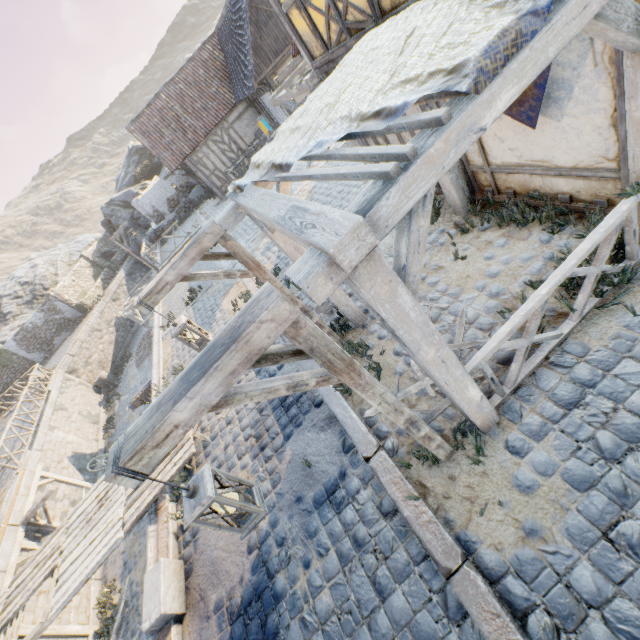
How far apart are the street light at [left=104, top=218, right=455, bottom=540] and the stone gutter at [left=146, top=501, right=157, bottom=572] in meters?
3.7

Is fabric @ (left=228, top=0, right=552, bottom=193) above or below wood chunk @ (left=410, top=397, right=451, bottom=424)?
above

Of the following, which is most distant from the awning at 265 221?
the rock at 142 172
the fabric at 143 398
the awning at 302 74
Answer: the rock at 142 172

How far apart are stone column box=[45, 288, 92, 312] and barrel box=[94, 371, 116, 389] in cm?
798

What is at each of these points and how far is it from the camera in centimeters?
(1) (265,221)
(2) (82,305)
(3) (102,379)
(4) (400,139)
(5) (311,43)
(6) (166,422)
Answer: (1) awning, 304cm
(2) stone column, 2789cm
(3) barrel, 2272cm
(4) building, 607cm
(5) building, 580cm
(6) street light, 189cm

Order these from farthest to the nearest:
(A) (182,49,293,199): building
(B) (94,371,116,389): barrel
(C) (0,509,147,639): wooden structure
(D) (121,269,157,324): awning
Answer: (B) (94,371,116,389): barrel, (D) (121,269,157,324): awning, (A) (182,49,293,199): building, (C) (0,509,147,639): wooden structure

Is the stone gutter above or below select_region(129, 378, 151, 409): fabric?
above

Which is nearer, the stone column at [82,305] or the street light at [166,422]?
the street light at [166,422]
